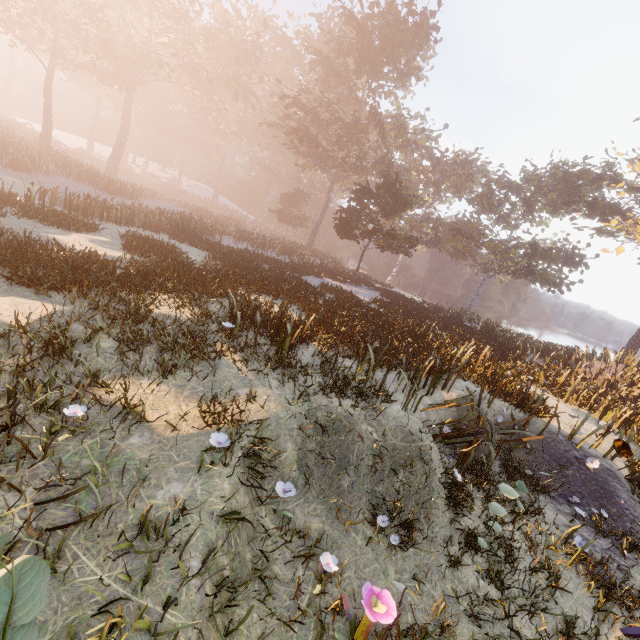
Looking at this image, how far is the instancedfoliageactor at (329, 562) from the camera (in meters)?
3.59

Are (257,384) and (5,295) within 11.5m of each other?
yes

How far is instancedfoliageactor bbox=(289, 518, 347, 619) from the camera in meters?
3.6 m
